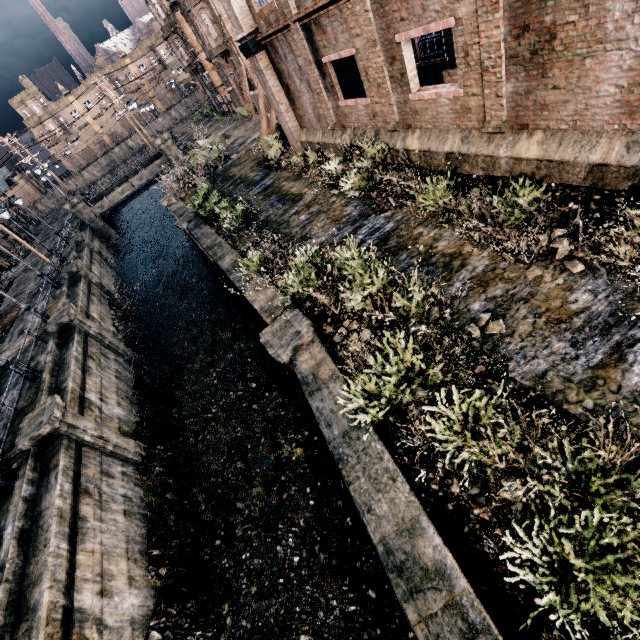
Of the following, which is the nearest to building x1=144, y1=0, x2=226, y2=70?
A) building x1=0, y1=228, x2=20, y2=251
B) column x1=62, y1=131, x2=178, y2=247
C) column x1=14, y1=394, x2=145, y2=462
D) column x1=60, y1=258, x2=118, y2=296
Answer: column x1=62, y1=131, x2=178, y2=247

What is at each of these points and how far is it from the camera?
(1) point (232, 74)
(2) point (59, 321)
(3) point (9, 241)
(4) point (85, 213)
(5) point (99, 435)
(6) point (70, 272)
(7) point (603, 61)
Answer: (1) building, 39.0m
(2) column, 18.4m
(3) building, 49.0m
(4) column, 38.1m
(5) column, 13.5m
(6) column, 24.9m
(7) building, 6.8m

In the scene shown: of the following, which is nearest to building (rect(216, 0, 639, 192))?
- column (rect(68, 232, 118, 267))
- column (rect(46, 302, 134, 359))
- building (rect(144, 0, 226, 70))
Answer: building (rect(144, 0, 226, 70))

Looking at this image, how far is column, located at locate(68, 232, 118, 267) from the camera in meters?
31.6

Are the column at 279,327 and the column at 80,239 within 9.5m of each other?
no

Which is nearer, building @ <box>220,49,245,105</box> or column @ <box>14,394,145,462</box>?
column @ <box>14,394,145,462</box>

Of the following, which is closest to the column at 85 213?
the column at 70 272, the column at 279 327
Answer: the column at 70 272

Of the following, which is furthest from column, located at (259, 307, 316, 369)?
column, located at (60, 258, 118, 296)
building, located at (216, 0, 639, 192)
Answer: column, located at (60, 258, 118, 296)
